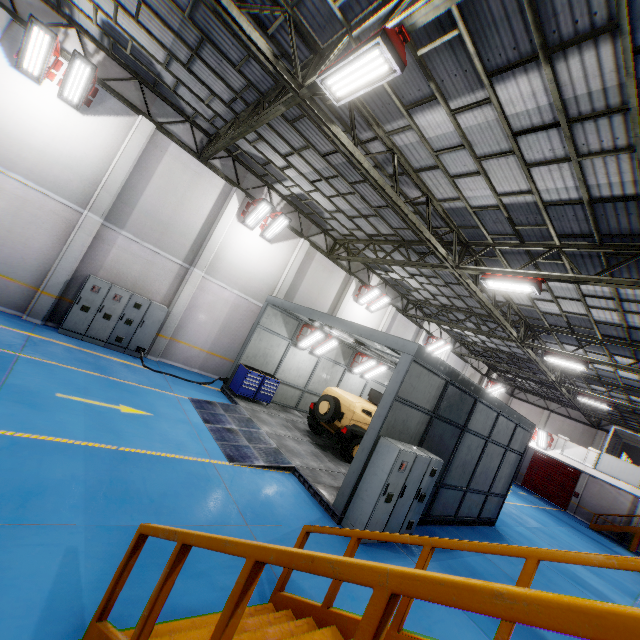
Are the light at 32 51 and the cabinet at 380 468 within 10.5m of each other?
no

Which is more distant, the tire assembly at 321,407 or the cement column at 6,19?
the tire assembly at 321,407

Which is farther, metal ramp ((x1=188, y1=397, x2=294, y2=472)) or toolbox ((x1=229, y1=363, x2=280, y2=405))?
toolbox ((x1=229, y1=363, x2=280, y2=405))

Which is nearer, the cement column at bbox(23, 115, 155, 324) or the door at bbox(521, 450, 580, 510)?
the cement column at bbox(23, 115, 155, 324)

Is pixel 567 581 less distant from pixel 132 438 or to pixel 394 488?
pixel 394 488

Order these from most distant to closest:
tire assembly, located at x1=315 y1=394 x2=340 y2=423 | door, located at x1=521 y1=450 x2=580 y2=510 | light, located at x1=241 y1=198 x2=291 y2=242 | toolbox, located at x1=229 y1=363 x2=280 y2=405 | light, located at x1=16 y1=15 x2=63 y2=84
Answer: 1. door, located at x1=521 y1=450 x2=580 y2=510
2. light, located at x1=241 y1=198 x2=291 y2=242
3. toolbox, located at x1=229 y1=363 x2=280 y2=405
4. tire assembly, located at x1=315 y1=394 x2=340 y2=423
5. light, located at x1=16 y1=15 x2=63 y2=84

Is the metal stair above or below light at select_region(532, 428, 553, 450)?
below

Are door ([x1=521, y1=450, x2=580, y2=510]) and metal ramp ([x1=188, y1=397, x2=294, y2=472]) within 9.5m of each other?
no
